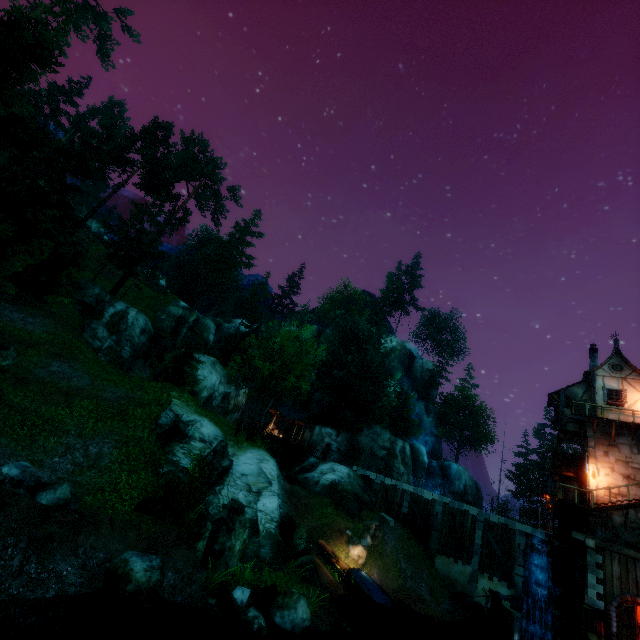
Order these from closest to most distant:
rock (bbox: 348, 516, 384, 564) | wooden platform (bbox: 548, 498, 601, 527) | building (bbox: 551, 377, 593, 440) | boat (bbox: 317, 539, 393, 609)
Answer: wooden platform (bbox: 548, 498, 601, 527), boat (bbox: 317, 539, 393, 609), building (bbox: 551, 377, 593, 440), rock (bbox: 348, 516, 384, 564)

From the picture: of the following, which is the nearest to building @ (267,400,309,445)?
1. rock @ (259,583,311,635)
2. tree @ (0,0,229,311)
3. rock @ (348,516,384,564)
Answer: tree @ (0,0,229,311)

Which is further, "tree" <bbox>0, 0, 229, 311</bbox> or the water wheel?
the water wheel

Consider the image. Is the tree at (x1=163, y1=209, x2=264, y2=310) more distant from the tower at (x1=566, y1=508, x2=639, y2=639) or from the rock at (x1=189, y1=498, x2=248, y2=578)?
the tower at (x1=566, y1=508, x2=639, y2=639)

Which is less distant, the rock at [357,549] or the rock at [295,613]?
the rock at [295,613]

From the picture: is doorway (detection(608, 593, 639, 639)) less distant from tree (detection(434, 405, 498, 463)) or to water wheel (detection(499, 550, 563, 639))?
water wheel (detection(499, 550, 563, 639))

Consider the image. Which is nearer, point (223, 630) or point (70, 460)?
point (223, 630)

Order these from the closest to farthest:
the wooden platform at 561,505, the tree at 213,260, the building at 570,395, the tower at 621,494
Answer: the wooden platform at 561,505, the tower at 621,494, the building at 570,395, the tree at 213,260
